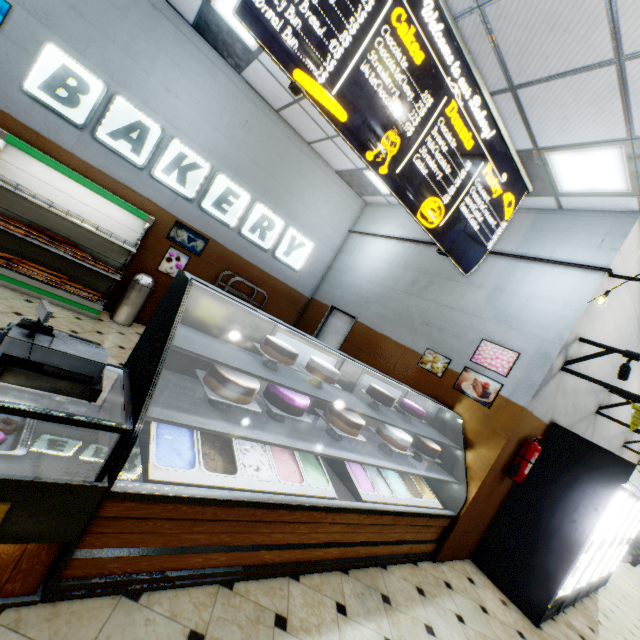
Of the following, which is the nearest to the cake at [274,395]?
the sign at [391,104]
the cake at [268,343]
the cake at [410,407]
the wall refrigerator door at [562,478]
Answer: the cake at [268,343]

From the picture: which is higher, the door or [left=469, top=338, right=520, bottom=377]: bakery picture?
[left=469, top=338, right=520, bottom=377]: bakery picture

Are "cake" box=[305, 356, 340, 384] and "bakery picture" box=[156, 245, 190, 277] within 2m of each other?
no

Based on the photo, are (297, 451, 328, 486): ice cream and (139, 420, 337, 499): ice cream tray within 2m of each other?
yes

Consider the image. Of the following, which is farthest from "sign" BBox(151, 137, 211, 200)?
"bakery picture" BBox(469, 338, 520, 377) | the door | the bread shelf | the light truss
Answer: the light truss

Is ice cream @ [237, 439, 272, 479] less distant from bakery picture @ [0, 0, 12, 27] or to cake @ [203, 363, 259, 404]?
cake @ [203, 363, 259, 404]

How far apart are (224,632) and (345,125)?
3.9 meters

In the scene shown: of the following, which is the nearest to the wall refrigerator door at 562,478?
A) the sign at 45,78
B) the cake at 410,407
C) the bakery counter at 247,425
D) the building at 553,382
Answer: the building at 553,382
